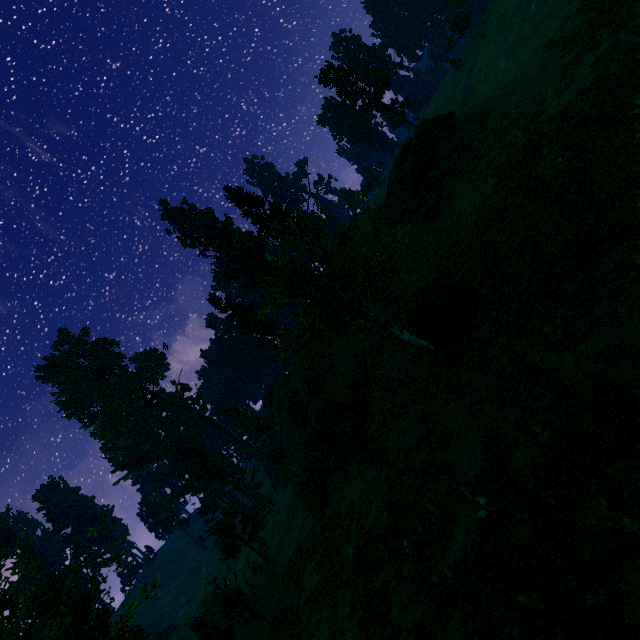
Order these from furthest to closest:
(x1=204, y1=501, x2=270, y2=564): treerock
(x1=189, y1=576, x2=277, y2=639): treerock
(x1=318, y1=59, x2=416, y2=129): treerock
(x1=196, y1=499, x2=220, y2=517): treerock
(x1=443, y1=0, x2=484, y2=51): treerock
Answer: (x1=443, y1=0, x2=484, y2=51): treerock → (x1=318, y1=59, x2=416, y2=129): treerock → (x1=196, y1=499, x2=220, y2=517): treerock → (x1=204, y1=501, x2=270, y2=564): treerock → (x1=189, y1=576, x2=277, y2=639): treerock

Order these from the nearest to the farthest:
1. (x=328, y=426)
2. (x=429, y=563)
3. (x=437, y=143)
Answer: (x=429, y=563), (x=437, y=143), (x=328, y=426)

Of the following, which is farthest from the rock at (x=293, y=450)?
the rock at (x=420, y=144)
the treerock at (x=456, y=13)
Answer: the rock at (x=420, y=144)

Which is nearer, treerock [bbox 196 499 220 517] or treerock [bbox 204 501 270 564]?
treerock [bbox 204 501 270 564]

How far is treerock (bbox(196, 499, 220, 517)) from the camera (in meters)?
40.91

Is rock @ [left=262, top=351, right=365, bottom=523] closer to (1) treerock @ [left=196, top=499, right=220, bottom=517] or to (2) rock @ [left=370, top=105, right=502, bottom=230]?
(1) treerock @ [left=196, top=499, right=220, bottom=517]
